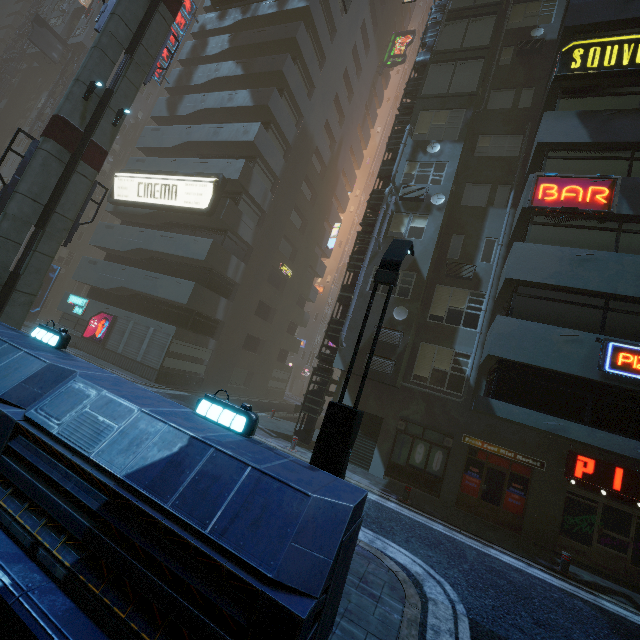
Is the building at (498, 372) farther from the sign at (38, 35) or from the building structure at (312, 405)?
the sign at (38, 35)

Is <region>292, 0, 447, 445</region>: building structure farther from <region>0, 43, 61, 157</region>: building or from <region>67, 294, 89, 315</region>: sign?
<region>67, 294, 89, 315</region>: sign

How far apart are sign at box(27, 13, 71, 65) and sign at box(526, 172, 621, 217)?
49.69m

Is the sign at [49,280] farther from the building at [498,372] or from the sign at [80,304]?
the sign at [80,304]

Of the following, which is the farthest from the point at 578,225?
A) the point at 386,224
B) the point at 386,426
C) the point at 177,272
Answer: the point at 177,272

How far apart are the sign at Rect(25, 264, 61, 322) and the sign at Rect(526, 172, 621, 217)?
36.0m

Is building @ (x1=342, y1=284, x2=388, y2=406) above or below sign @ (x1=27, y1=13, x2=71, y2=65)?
below

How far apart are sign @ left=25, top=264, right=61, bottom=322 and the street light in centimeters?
3352cm
